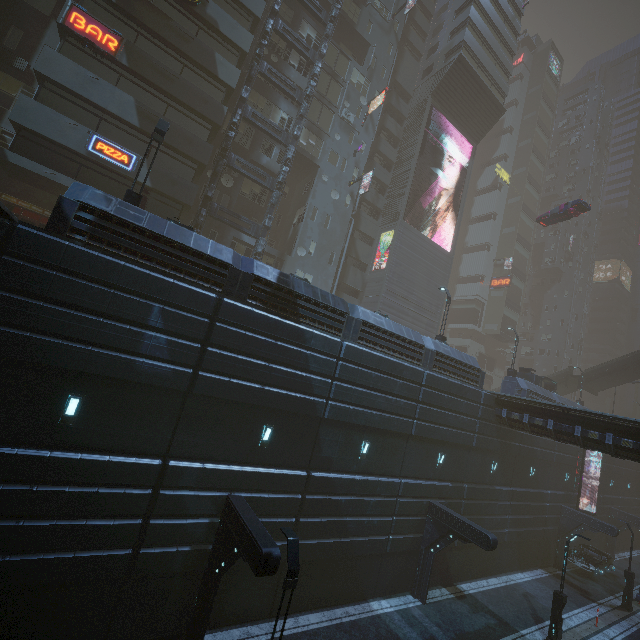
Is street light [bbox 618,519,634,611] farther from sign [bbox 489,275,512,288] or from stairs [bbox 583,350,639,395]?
sign [bbox 489,275,512,288]

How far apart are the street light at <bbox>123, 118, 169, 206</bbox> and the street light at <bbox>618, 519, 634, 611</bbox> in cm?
3680

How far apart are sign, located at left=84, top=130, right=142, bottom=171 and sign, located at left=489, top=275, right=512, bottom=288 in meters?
54.3 m

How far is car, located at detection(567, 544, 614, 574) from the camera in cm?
2552

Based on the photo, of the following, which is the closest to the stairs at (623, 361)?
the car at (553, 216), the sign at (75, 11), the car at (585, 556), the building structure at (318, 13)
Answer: the car at (553, 216)

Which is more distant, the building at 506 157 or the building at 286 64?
the building at 506 157

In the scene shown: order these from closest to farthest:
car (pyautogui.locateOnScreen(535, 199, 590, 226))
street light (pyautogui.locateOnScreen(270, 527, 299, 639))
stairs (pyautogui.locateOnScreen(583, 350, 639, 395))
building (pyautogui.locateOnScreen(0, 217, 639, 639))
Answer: street light (pyautogui.locateOnScreen(270, 527, 299, 639)) < building (pyautogui.locateOnScreen(0, 217, 639, 639)) < car (pyautogui.locateOnScreen(535, 199, 590, 226)) < stairs (pyautogui.locateOnScreen(583, 350, 639, 395))

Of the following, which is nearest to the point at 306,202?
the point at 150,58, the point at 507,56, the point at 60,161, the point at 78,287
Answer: the point at 150,58
